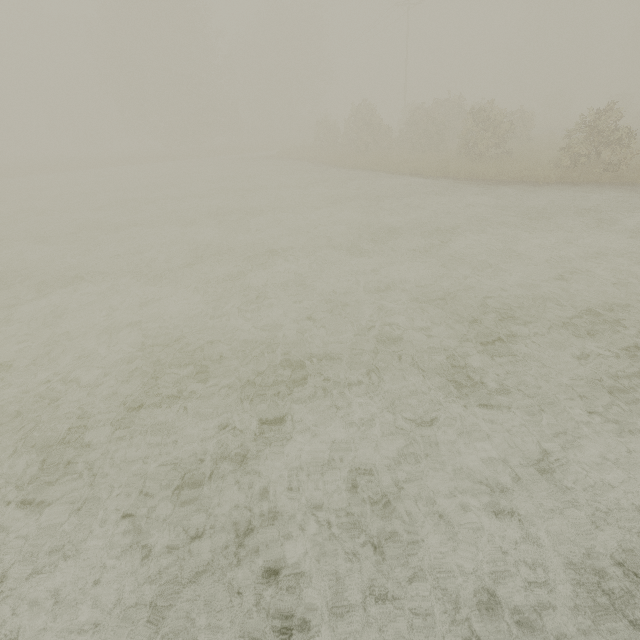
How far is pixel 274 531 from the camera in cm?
320
